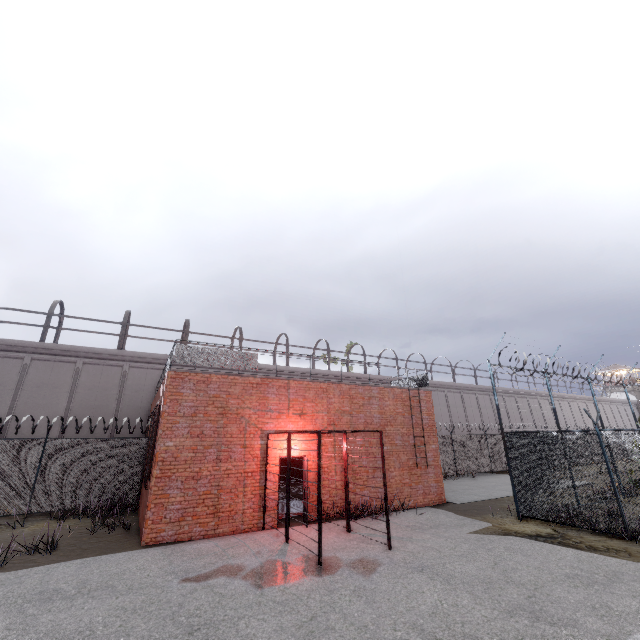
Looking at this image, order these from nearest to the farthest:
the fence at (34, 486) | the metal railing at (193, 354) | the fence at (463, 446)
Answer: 1. the fence at (463, 446)
2. the metal railing at (193, 354)
3. the fence at (34, 486)

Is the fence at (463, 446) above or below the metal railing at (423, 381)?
below

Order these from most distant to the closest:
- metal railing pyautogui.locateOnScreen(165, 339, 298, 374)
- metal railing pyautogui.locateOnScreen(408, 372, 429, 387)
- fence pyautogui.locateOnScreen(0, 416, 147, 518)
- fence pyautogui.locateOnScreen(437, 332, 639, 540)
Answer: metal railing pyautogui.locateOnScreen(408, 372, 429, 387) < fence pyautogui.locateOnScreen(0, 416, 147, 518) < metal railing pyautogui.locateOnScreen(165, 339, 298, 374) < fence pyautogui.locateOnScreen(437, 332, 639, 540)

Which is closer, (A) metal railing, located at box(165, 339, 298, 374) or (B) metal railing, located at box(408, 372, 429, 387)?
(A) metal railing, located at box(165, 339, 298, 374)

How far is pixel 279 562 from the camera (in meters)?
7.54

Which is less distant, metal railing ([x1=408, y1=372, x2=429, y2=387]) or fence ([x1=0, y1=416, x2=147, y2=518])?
fence ([x1=0, y1=416, x2=147, y2=518])
